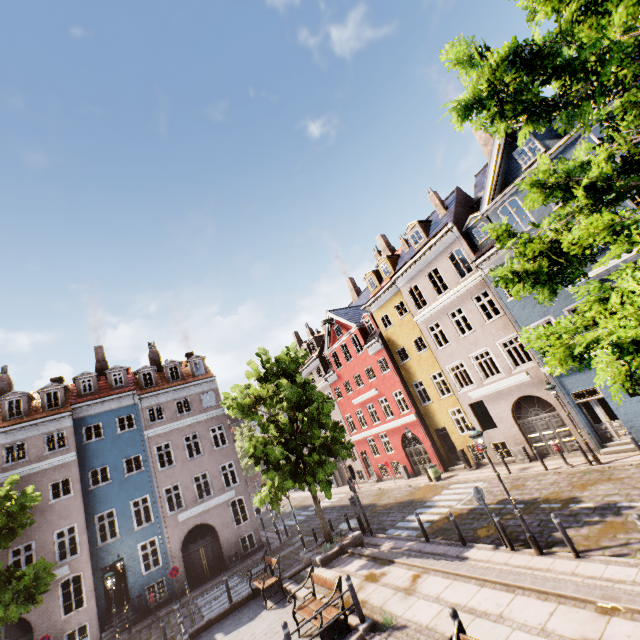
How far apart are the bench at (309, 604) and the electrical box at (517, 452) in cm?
1349

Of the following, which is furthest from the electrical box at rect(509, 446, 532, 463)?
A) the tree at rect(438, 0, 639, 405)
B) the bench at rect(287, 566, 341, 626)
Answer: the bench at rect(287, 566, 341, 626)

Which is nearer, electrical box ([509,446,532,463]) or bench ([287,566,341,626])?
bench ([287,566,341,626])

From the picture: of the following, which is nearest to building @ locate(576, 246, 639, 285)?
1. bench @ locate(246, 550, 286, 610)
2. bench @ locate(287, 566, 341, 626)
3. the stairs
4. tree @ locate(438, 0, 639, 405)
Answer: tree @ locate(438, 0, 639, 405)

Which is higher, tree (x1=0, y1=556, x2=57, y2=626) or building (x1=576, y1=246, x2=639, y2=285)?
building (x1=576, y1=246, x2=639, y2=285)

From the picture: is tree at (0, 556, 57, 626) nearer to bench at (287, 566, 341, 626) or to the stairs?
the stairs

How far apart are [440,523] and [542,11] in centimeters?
1755cm

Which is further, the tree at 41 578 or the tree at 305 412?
the tree at 305 412
